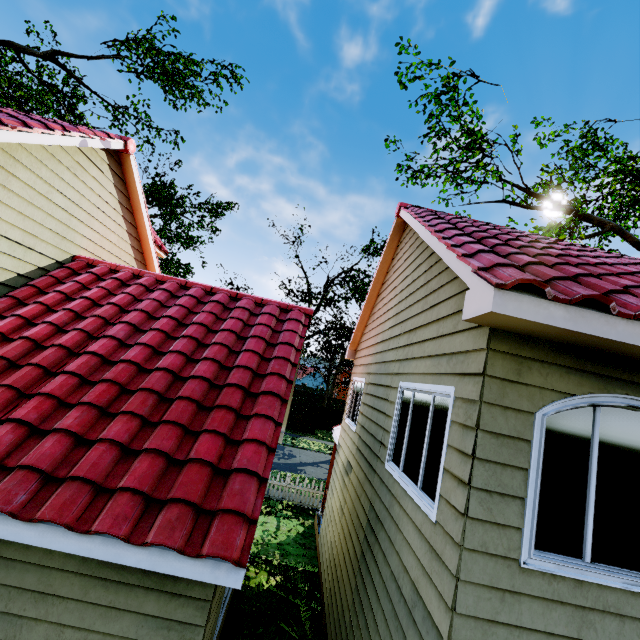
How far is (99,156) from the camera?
7.0 meters

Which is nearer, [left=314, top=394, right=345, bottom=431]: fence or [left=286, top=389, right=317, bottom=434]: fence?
[left=286, top=389, right=317, bottom=434]: fence

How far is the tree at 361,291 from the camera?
21.1 meters

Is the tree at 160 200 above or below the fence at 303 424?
above

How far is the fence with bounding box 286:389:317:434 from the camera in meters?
29.3

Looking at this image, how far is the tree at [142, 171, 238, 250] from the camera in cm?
3503

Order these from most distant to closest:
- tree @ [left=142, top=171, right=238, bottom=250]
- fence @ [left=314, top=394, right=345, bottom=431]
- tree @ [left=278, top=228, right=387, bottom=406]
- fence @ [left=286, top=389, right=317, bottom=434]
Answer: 1. tree @ [left=142, top=171, right=238, bottom=250]
2. fence @ [left=314, top=394, right=345, bottom=431]
3. fence @ [left=286, top=389, right=317, bottom=434]
4. tree @ [left=278, top=228, right=387, bottom=406]
